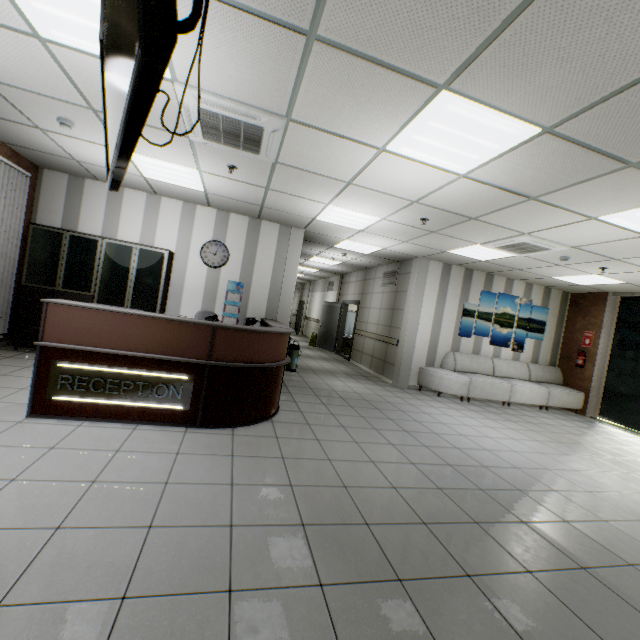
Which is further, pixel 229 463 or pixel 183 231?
pixel 183 231

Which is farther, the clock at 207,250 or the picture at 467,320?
the picture at 467,320

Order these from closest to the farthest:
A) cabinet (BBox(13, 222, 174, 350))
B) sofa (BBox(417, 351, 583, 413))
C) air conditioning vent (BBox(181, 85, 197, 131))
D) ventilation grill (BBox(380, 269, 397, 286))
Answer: air conditioning vent (BBox(181, 85, 197, 131)) → cabinet (BBox(13, 222, 174, 350)) → sofa (BBox(417, 351, 583, 413)) → ventilation grill (BBox(380, 269, 397, 286))

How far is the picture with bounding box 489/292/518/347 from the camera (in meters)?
8.62

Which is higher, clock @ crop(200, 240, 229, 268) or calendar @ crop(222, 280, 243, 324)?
clock @ crop(200, 240, 229, 268)

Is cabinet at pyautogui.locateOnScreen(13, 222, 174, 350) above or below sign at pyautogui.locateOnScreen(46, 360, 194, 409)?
above

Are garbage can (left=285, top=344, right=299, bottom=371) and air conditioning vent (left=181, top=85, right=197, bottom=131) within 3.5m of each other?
no

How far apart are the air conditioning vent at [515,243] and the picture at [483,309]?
2.22m
